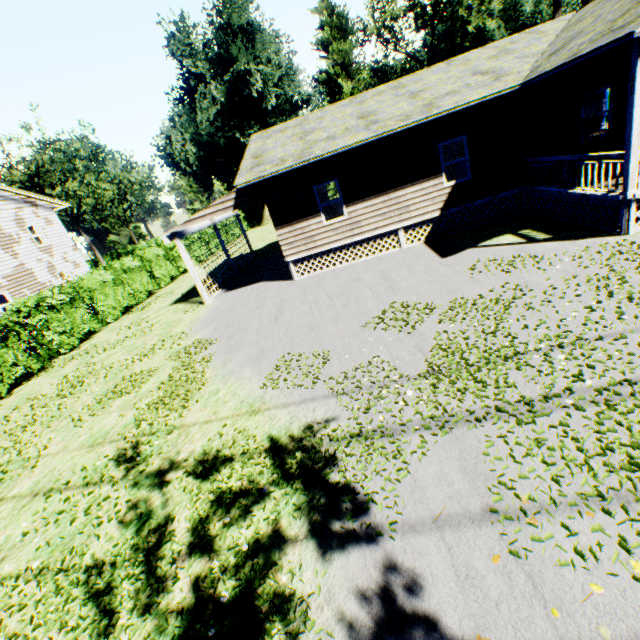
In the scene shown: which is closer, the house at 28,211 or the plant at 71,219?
the house at 28,211

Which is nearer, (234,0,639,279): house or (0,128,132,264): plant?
(234,0,639,279): house

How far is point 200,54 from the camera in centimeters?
3575cm

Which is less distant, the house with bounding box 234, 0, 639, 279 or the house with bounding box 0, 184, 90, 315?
the house with bounding box 234, 0, 639, 279

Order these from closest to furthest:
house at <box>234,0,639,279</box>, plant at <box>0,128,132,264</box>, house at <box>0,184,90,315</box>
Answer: house at <box>234,0,639,279</box> < house at <box>0,184,90,315</box> < plant at <box>0,128,132,264</box>

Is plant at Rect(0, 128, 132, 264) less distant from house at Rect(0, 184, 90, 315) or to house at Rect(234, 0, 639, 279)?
house at Rect(0, 184, 90, 315)

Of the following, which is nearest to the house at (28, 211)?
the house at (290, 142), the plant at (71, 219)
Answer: the plant at (71, 219)

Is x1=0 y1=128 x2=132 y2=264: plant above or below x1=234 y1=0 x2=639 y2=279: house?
above
